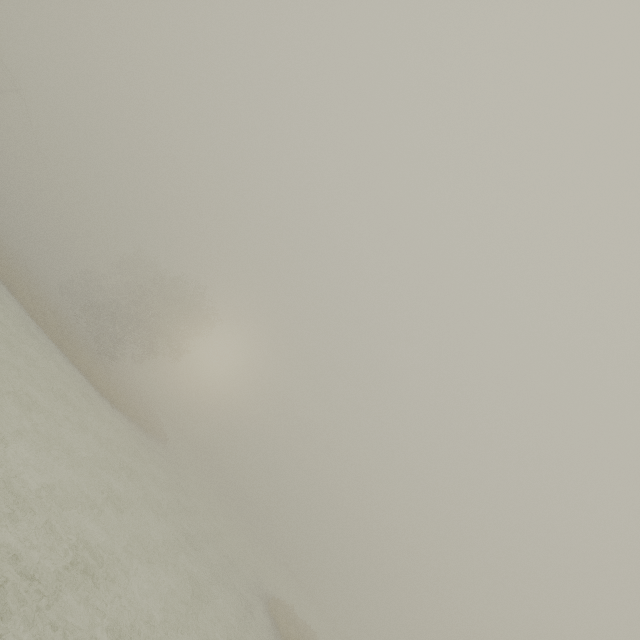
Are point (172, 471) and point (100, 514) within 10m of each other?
no

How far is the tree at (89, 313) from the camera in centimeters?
3453cm

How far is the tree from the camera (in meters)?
34.53
